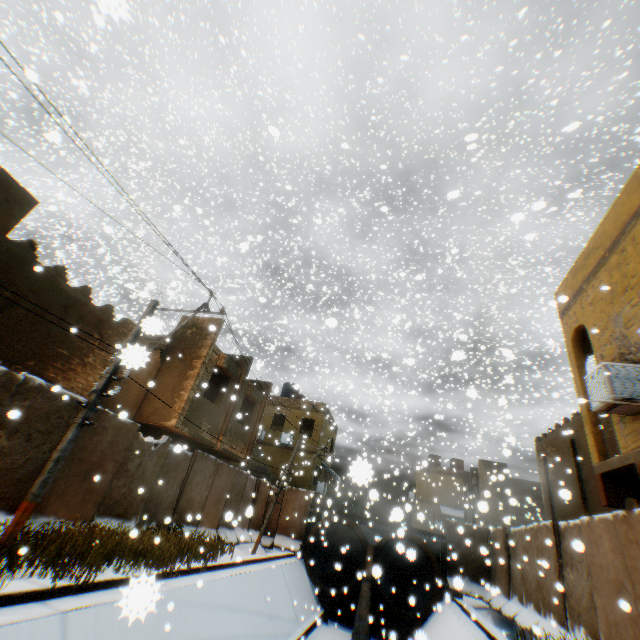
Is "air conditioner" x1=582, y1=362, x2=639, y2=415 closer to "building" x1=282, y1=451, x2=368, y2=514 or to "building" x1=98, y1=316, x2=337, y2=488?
"building" x1=98, y1=316, x2=337, y2=488

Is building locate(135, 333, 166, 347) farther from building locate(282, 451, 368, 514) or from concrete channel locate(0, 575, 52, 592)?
building locate(282, 451, 368, 514)

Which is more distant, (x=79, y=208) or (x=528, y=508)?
(x=79, y=208)

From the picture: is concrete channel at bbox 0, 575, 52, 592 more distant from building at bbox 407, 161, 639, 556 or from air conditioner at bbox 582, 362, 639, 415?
air conditioner at bbox 582, 362, 639, 415

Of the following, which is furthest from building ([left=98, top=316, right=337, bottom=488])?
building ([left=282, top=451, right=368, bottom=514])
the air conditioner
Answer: building ([left=282, top=451, right=368, bottom=514])

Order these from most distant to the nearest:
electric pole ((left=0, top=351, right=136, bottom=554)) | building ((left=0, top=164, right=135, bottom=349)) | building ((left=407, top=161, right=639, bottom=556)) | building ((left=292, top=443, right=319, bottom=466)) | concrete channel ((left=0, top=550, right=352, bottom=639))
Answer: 1. building ((left=292, top=443, right=319, bottom=466))
2. building ((left=0, top=164, right=135, bottom=349))
3. building ((left=407, top=161, right=639, bottom=556))
4. electric pole ((left=0, top=351, right=136, bottom=554))
5. concrete channel ((left=0, top=550, right=352, bottom=639))

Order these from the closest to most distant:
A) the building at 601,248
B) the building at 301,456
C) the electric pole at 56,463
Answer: the electric pole at 56,463
the building at 601,248
the building at 301,456

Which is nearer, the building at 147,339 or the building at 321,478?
the building at 147,339
